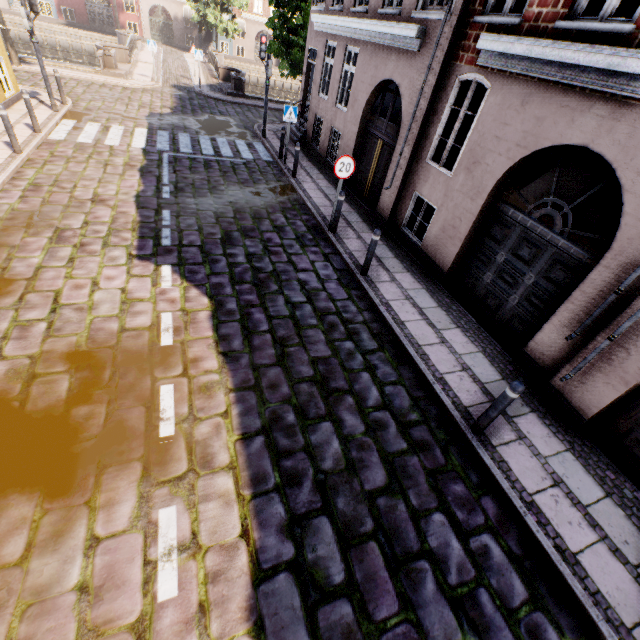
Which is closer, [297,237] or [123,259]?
[123,259]

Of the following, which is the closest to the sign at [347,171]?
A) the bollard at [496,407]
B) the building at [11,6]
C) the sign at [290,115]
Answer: the building at [11,6]

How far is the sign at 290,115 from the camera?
11.10m

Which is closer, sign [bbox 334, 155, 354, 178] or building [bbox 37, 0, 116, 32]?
sign [bbox 334, 155, 354, 178]

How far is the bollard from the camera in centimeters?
401cm

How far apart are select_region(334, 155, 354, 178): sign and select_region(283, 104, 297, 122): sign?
5.3 meters

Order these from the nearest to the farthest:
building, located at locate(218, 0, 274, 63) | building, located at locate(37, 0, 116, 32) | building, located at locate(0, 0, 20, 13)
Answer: building, located at locate(0, 0, 20, 13), building, located at locate(37, 0, 116, 32), building, located at locate(218, 0, 274, 63)

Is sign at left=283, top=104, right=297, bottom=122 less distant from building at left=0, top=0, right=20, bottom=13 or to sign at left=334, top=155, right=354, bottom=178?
building at left=0, top=0, right=20, bottom=13
